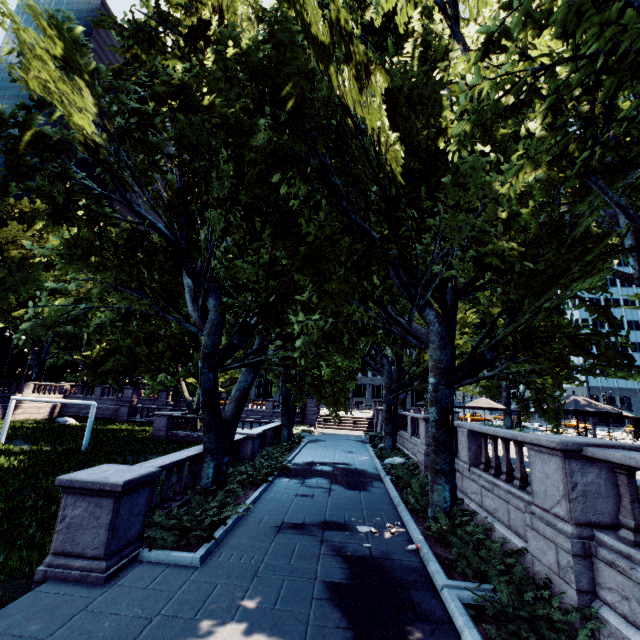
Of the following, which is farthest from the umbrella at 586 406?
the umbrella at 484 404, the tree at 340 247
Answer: the umbrella at 484 404

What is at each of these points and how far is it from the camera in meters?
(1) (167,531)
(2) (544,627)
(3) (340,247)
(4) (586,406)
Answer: (1) bush, 7.6 m
(2) bush, 4.9 m
(3) tree, 9.6 m
(4) umbrella, 12.5 m

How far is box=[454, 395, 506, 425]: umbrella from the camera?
21.7m

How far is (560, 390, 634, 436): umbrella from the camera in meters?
12.0

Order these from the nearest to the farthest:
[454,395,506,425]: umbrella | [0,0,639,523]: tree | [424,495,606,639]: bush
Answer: [424,495,606,639]: bush < [0,0,639,523]: tree < [454,395,506,425]: umbrella

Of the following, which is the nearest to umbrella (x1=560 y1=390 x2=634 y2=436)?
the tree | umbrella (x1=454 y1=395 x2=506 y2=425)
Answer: the tree

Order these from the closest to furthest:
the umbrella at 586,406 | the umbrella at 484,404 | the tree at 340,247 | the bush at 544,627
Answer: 1. the bush at 544,627
2. the tree at 340,247
3. the umbrella at 586,406
4. the umbrella at 484,404

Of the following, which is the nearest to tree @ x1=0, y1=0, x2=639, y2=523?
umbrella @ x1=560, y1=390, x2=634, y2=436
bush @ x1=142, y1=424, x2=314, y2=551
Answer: bush @ x1=142, y1=424, x2=314, y2=551
